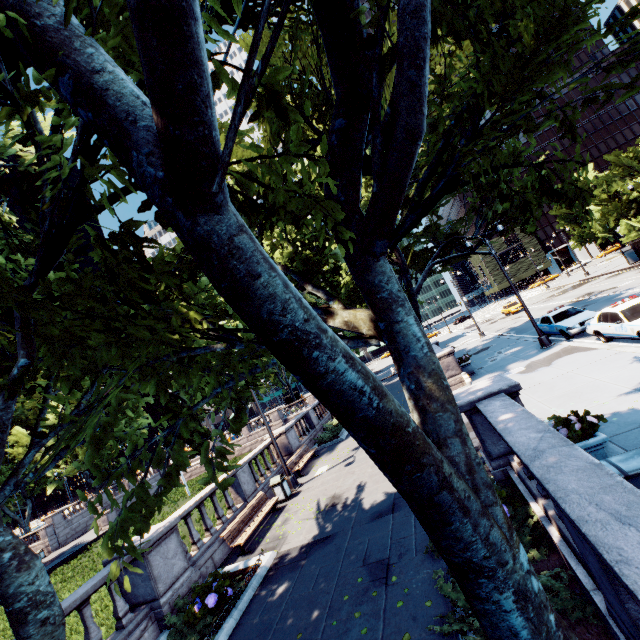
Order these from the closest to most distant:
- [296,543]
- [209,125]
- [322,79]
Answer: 1. [209,125]
2. [322,79]
3. [296,543]

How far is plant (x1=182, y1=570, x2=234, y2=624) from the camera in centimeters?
752cm

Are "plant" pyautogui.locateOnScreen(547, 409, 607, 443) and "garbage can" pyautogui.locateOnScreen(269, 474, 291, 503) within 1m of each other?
no

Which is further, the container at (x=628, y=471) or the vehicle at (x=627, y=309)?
the vehicle at (x=627, y=309)

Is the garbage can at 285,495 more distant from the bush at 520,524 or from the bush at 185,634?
the bush at 520,524

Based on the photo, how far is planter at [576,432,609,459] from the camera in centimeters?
600cm

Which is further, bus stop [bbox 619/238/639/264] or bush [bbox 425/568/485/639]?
bus stop [bbox 619/238/639/264]

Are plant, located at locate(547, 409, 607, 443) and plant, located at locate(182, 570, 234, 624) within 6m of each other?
no
